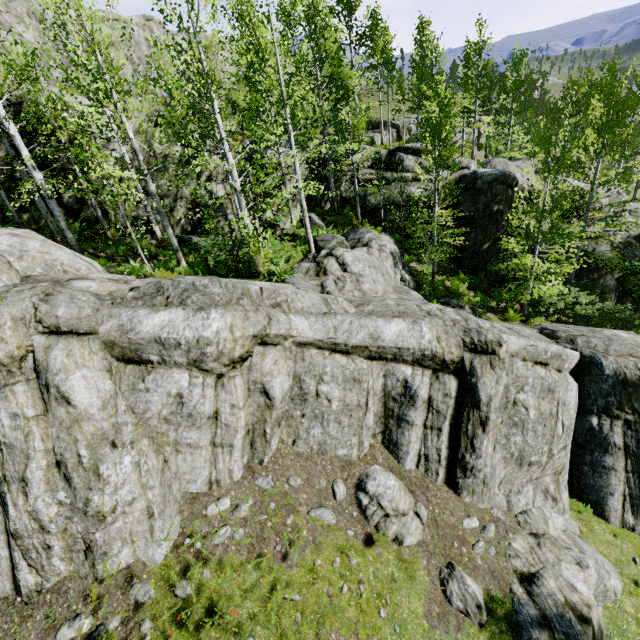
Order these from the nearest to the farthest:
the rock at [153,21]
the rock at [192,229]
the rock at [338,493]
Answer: the rock at [338,493]
the rock at [192,229]
the rock at [153,21]

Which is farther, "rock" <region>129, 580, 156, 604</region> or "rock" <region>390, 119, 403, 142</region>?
"rock" <region>390, 119, 403, 142</region>

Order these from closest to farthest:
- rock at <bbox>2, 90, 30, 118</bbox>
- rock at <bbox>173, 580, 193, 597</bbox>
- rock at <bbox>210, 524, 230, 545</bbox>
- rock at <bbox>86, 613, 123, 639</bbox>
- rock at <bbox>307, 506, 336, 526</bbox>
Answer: rock at <bbox>86, 613, 123, 639</bbox> < rock at <bbox>173, 580, 193, 597</bbox> < rock at <bbox>210, 524, 230, 545</bbox> < rock at <bbox>307, 506, 336, 526</bbox> < rock at <bbox>2, 90, 30, 118</bbox>

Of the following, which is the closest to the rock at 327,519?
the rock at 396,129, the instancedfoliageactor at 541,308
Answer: the instancedfoliageactor at 541,308

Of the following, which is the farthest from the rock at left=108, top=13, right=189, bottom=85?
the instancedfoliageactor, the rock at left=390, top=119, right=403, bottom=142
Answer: the rock at left=390, top=119, right=403, bottom=142

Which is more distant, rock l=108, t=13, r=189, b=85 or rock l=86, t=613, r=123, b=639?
rock l=108, t=13, r=189, b=85

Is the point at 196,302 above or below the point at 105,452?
above
